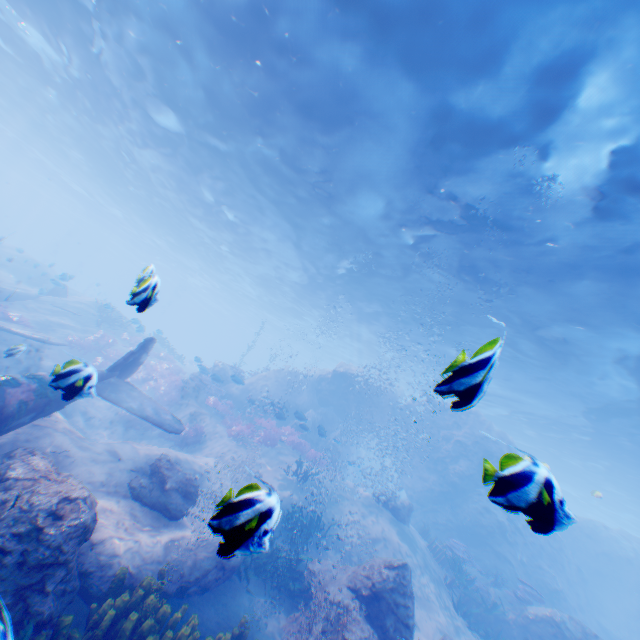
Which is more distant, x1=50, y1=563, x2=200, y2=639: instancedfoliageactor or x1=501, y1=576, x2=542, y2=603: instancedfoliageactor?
x1=501, y1=576, x2=542, y2=603: instancedfoliageactor

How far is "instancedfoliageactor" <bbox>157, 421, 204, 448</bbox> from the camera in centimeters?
1494cm

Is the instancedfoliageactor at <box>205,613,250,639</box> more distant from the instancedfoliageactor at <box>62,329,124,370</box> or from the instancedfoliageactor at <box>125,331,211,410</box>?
the instancedfoliageactor at <box>125,331,211,410</box>

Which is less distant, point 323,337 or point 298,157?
point 298,157

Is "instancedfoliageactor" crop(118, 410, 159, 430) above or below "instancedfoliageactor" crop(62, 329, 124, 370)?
below

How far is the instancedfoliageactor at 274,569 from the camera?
1.4m

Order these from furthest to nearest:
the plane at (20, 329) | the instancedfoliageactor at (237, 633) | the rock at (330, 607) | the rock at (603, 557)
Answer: the plane at (20, 329) < the rock at (603, 557) < the rock at (330, 607) < the instancedfoliageactor at (237, 633)

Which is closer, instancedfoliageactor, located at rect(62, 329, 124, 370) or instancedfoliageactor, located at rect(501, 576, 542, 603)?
instancedfoliageactor, located at rect(62, 329, 124, 370)
